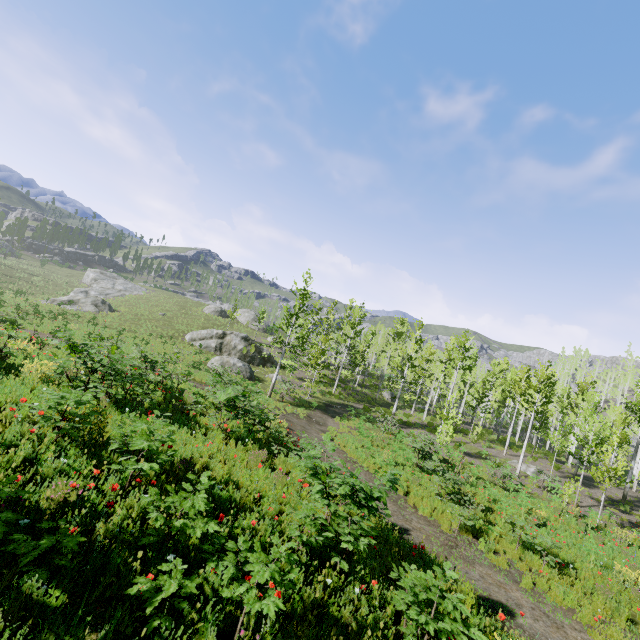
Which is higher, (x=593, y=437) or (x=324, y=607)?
(x=593, y=437)

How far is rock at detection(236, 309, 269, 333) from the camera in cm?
5506

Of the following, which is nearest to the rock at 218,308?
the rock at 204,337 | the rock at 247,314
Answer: the rock at 247,314

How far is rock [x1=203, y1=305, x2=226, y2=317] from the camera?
53.00m

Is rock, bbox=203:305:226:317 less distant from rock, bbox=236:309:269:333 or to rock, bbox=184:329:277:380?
rock, bbox=236:309:269:333

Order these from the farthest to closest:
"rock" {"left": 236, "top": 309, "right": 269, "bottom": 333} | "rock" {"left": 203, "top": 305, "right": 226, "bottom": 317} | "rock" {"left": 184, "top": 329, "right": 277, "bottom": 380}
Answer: "rock" {"left": 236, "top": 309, "right": 269, "bottom": 333} → "rock" {"left": 203, "top": 305, "right": 226, "bottom": 317} → "rock" {"left": 184, "top": 329, "right": 277, "bottom": 380}

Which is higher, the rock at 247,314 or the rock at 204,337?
the rock at 247,314
